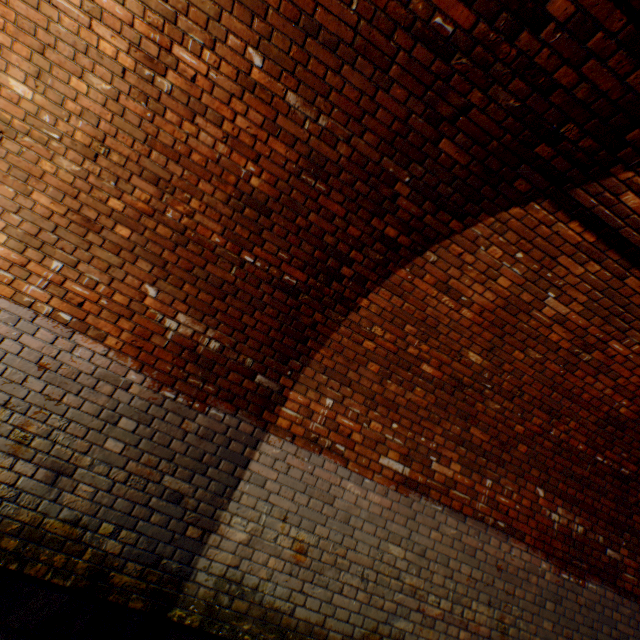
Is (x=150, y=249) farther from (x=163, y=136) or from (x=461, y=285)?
(x=461, y=285)
